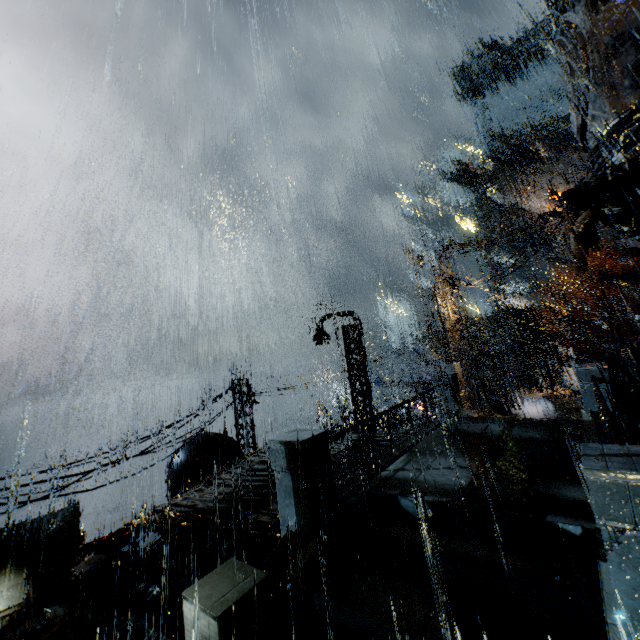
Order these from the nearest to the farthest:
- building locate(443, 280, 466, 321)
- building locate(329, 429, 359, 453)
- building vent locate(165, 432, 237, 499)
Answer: building locate(329, 429, 359, 453)
building vent locate(165, 432, 237, 499)
building locate(443, 280, 466, 321)

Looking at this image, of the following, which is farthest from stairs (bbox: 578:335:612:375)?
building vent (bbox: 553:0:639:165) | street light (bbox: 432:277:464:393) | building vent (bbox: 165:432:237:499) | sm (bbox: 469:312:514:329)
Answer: building vent (bbox: 165:432:237:499)

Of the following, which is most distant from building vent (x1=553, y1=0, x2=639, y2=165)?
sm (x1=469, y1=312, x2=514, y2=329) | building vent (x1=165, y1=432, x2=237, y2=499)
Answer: sm (x1=469, y1=312, x2=514, y2=329)

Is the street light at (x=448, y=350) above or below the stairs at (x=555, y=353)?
above

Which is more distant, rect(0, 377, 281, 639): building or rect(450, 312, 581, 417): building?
rect(450, 312, 581, 417): building

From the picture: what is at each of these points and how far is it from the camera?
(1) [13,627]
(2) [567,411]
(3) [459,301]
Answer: (1) building vent, 18.6m
(2) building, 17.5m
(3) building, 19.0m

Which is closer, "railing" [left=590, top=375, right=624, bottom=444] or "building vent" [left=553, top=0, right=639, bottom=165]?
"railing" [left=590, top=375, right=624, bottom=444]

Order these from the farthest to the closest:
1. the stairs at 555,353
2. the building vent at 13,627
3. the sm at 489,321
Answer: the stairs at 555,353 < the sm at 489,321 < the building vent at 13,627
